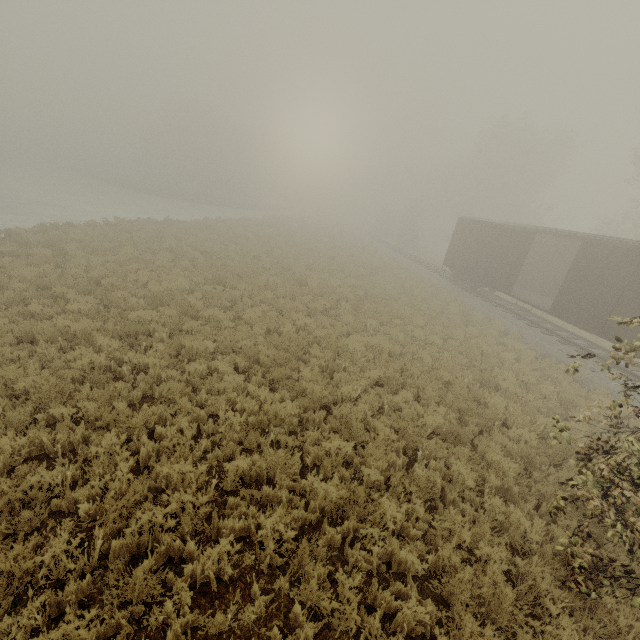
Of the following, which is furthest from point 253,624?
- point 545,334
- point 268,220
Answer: point 268,220

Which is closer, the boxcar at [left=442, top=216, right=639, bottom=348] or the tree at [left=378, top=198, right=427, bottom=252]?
the boxcar at [left=442, top=216, right=639, bottom=348]

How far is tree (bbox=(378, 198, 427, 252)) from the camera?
46.3m

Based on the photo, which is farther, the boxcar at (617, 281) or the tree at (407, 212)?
the tree at (407, 212)

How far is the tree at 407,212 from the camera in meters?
46.3
